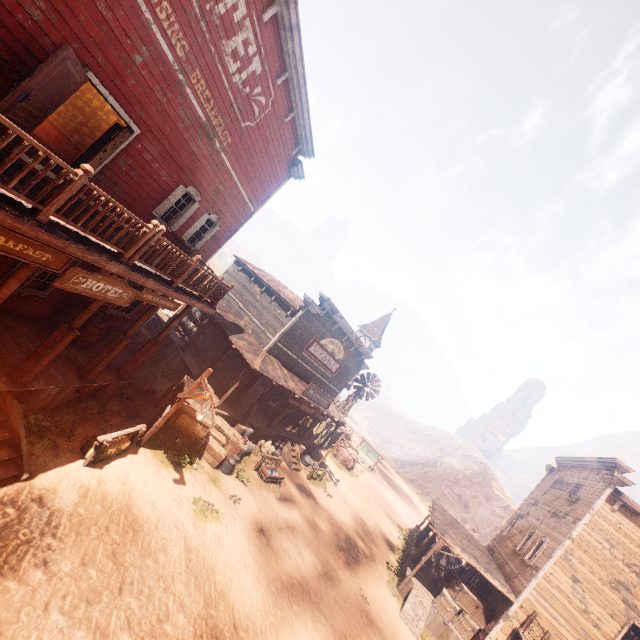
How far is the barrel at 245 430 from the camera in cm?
1588

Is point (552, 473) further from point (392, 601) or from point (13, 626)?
point (13, 626)

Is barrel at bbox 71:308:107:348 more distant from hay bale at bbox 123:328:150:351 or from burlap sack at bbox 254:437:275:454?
burlap sack at bbox 254:437:275:454

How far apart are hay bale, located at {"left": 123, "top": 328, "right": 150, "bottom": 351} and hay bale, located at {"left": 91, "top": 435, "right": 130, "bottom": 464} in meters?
6.3

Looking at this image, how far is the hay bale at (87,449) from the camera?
8.5m

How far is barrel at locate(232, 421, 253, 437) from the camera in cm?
1588

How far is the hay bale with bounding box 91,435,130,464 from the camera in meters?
8.6 m

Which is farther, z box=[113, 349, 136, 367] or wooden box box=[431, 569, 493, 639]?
wooden box box=[431, 569, 493, 639]
